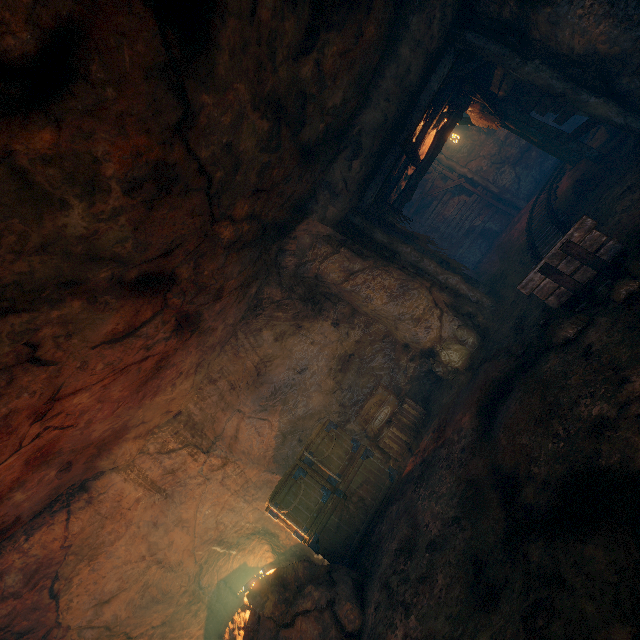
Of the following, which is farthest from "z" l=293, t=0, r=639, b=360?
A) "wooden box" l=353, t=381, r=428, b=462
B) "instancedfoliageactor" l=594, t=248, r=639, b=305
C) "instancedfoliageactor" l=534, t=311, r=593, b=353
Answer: "instancedfoliageactor" l=594, t=248, r=639, b=305

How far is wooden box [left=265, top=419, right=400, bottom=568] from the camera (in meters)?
5.84

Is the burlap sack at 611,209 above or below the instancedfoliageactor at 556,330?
below

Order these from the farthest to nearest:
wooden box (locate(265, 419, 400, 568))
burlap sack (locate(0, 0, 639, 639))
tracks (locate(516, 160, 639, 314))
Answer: wooden box (locate(265, 419, 400, 568)) → tracks (locate(516, 160, 639, 314)) → burlap sack (locate(0, 0, 639, 639))

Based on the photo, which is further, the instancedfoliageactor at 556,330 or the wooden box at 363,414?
the wooden box at 363,414

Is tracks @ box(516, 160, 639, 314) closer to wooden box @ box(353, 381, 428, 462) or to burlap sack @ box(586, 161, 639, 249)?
burlap sack @ box(586, 161, 639, 249)

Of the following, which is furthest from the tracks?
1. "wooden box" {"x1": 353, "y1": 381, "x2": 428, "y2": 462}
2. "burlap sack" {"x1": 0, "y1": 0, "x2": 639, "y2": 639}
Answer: "wooden box" {"x1": 353, "y1": 381, "x2": 428, "y2": 462}

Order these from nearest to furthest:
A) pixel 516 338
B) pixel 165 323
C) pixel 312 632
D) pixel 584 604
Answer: pixel 584 604 < pixel 312 632 < pixel 165 323 < pixel 516 338
